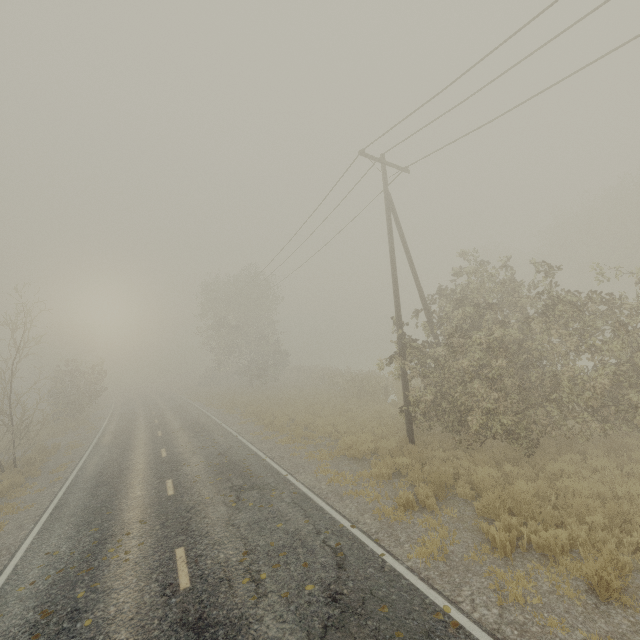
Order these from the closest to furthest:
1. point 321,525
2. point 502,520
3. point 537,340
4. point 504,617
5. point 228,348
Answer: point 504,617 → point 502,520 → point 321,525 → point 537,340 → point 228,348
